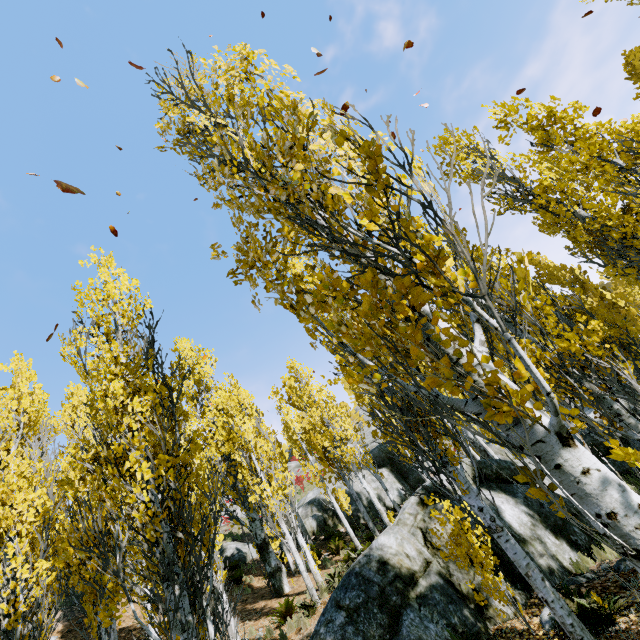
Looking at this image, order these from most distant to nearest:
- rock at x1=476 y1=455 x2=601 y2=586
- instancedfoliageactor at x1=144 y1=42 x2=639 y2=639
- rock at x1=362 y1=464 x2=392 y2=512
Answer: rock at x1=362 y1=464 x2=392 y2=512, rock at x1=476 y1=455 x2=601 y2=586, instancedfoliageactor at x1=144 y1=42 x2=639 y2=639

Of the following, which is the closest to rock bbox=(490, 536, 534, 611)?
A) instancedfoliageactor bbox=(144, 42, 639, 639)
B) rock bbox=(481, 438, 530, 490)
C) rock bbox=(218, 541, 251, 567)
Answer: instancedfoliageactor bbox=(144, 42, 639, 639)

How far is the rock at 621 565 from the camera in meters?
5.7 m

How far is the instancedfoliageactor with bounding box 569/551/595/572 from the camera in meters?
6.2

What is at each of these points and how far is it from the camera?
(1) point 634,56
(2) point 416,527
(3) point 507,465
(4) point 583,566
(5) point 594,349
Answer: (1) instancedfoliageactor, 15.6 meters
(2) rock, 7.4 meters
(3) rock, 8.8 meters
(4) instancedfoliageactor, 6.2 meters
(5) instancedfoliageactor, 6.9 meters

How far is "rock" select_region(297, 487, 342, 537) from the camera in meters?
20.9 m

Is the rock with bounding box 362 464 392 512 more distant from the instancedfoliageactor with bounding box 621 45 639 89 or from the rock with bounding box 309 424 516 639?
the rock with bounding box 309 424 516 639
